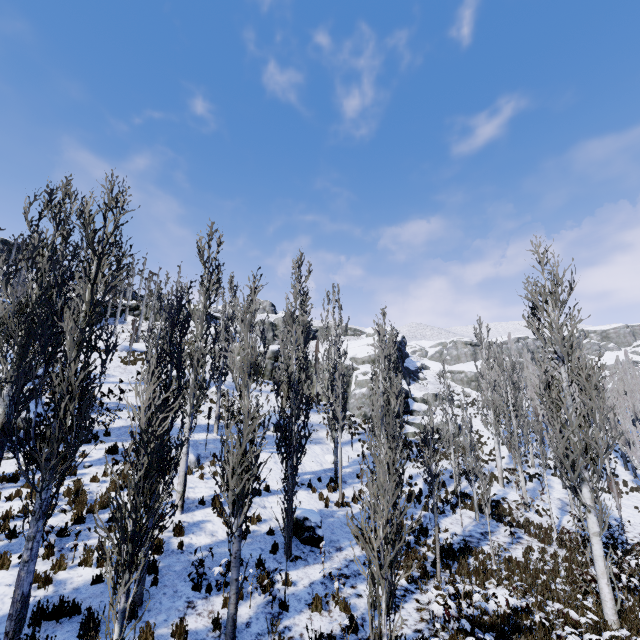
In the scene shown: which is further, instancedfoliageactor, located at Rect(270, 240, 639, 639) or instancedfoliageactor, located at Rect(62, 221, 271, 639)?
instancedfoliageactor, located at Rect(270, 240, 639, 639)

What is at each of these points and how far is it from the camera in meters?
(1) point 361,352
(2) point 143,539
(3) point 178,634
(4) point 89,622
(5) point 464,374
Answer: (1) rock, 49.3 m
(2) instancedfoliageactor, 7.4 m
(3) instancedfoliageactor, 6.6 m
(4) instancedfoliageactor, 6.2 m
(5) rock, 57.5 m

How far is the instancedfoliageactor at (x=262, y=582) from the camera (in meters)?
7.93

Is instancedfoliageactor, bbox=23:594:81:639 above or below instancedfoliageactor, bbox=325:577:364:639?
above

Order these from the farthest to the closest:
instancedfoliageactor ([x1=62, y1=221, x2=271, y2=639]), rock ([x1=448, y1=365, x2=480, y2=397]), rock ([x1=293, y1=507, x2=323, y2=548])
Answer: rock ([x1=448, y1=365, x2=480, y2=397]) → rock ([x1=293, y1=507, x2=323, y2=548]) → instancedfoliageactor ([x1=62, y1=221, x2=271, y2=639])

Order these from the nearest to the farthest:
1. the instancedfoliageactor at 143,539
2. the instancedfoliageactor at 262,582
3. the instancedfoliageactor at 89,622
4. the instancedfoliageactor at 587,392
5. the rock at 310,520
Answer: the instancedfoliageactor at 143,539, the instancedfoliageactor at 89,622, the instancedfoliageactor at 587,392, the instancedfoliageactor at 262,582, the rock at 310,520

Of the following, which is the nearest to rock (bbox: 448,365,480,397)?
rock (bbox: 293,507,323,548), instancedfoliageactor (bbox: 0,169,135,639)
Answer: instancedfoliageactor (bbox: 0,169,135,639)
